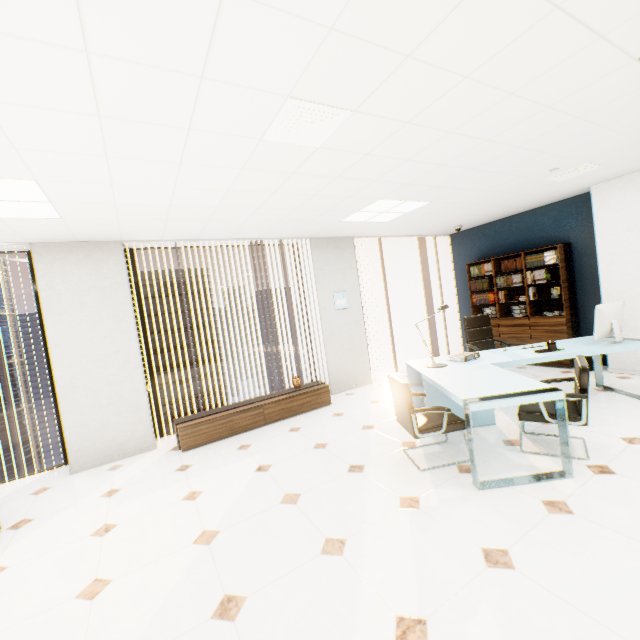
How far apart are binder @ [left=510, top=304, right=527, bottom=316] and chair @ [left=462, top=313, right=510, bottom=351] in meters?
1.1 m

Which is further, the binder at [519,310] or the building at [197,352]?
the building at [197,352]

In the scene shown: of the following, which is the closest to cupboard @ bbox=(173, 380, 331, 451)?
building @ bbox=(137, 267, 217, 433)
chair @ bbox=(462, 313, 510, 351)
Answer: chair @ bbox=(462, 313, 510, 351)

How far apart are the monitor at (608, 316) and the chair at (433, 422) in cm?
218

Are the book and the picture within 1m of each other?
no

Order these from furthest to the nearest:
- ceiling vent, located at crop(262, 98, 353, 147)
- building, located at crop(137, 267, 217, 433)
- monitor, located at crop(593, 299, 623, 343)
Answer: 1. building, located at crop(137, 267, 217, 433)
2. monitor, located at crop(593, 299, 623, 343)
3. ceiling vent, located at crop(262, 98, 353, 147)

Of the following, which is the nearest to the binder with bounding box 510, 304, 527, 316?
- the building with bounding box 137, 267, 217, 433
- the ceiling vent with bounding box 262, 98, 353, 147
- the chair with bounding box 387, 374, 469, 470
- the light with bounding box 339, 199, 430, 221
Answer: the light with bounding box 339, 199, 430, 221

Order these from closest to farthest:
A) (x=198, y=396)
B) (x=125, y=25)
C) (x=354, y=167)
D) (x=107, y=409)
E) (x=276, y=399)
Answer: (x=125, y=25) < (x=354, y=167) < (x=107, y=409) < (x=276, y=399) < (x=198, y=396)
